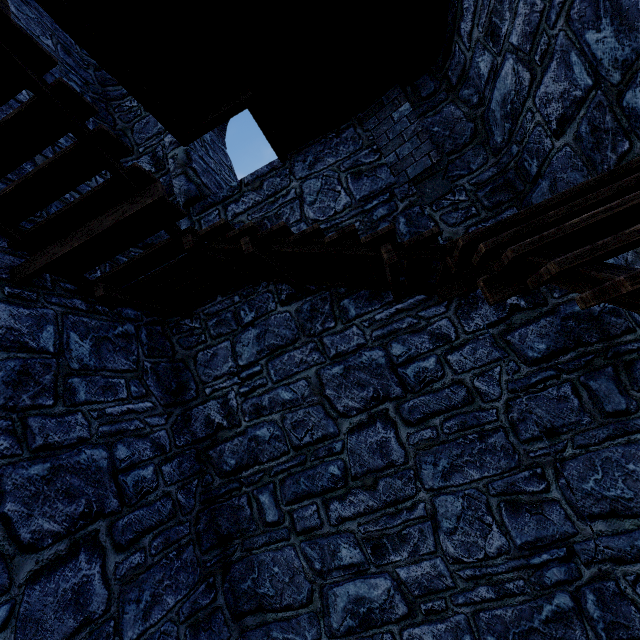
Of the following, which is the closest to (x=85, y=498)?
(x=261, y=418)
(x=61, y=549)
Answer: (x=61, y=549)
